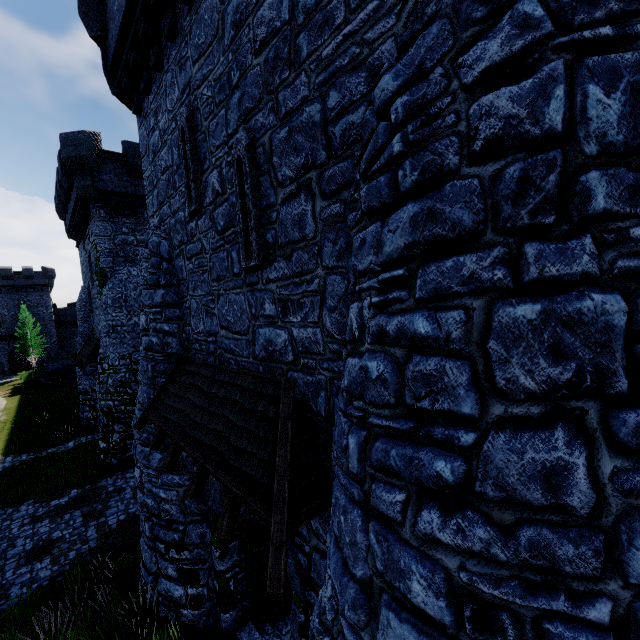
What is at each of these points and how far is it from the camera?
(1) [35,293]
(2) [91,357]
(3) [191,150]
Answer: (1) building, 53.6 meters
(2) awning, 18.3 meters
(3) window slit, 6.3 meters

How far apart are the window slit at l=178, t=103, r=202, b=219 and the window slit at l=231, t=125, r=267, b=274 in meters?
1.3 m

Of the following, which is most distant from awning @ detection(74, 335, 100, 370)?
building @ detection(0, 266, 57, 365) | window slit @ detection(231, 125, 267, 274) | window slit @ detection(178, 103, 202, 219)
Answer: building @ detection(0, 266, 57, 365)

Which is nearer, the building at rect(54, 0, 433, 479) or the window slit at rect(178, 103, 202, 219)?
the building at rect(54, 0, 433, 479)

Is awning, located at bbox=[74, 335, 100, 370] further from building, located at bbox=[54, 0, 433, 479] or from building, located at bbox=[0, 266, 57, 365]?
building, located at bbox=[0, 266, 57, 365]

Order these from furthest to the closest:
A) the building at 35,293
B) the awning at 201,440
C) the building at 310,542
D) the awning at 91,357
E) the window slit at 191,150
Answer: the building at 35,293 → the awning at 91,357 → the window slit at 191,150 → the building at 310,542 → the awning at 201,440

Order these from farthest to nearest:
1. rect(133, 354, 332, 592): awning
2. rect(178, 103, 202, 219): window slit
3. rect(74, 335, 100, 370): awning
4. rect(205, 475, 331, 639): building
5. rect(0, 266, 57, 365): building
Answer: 1. rect(0, 266, 57, 365): building
2. rect(74, 335, 100, 370): awning
3. rect(178, 103, 202, 219): window slit
4. rect(205, 475, 331, 639): building
5. rect(133, 354, 332, 592): awning

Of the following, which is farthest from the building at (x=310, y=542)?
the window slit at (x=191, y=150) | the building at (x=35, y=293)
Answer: the building at (x=35, y=293)
